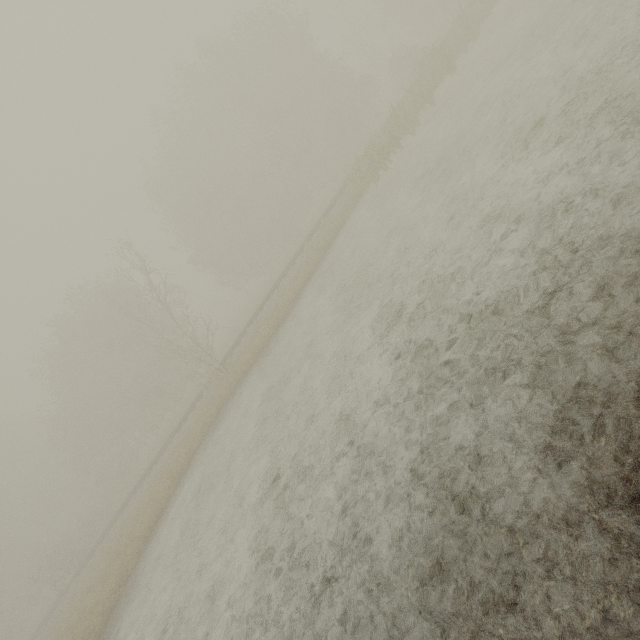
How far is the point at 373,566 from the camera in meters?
4.2
